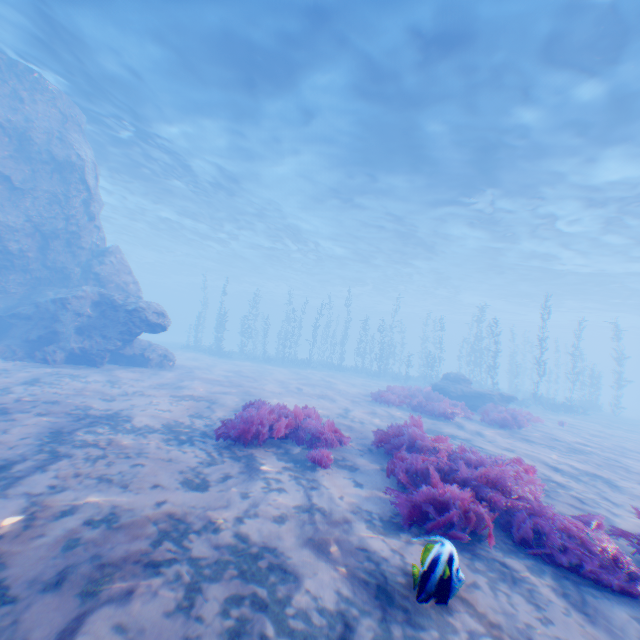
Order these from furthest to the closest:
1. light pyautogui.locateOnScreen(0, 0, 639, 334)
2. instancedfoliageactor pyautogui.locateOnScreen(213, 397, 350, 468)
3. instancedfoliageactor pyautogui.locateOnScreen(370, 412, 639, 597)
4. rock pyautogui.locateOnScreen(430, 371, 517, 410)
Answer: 1. rock pyautogui.locateOnScreen(430, 371, 517, 410)
2. light pyautogui.locateOnScreen(0, 0, 639, 334)
3. instancedfoliageactor pyautogui.locateOnScreen(213, 397, 350, 468)
4. instancedfoliageactor pyautogui.locateOnScreen(370, 412, 639, 597)

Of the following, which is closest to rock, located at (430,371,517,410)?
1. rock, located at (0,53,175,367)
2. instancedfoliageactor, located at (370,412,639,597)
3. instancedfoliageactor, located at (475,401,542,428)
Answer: instancedfoliageactor, located at (475,401,542,428)

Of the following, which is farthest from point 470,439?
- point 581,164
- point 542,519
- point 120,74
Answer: point 120,74

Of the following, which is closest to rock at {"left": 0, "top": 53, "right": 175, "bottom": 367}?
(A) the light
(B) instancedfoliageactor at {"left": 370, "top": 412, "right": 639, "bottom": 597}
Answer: (A) the light

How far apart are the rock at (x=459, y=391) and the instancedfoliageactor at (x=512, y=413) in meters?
2.5

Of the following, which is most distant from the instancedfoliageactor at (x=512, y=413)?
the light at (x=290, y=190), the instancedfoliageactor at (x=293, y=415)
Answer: the light at (x=290, y=190)

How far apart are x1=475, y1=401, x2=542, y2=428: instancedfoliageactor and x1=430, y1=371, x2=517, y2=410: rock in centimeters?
253cm

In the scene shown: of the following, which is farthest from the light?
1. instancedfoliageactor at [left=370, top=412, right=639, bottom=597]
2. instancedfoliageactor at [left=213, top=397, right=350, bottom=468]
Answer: instancedfoliageactor at [left=213, top=397, right=350, bottom=468]
